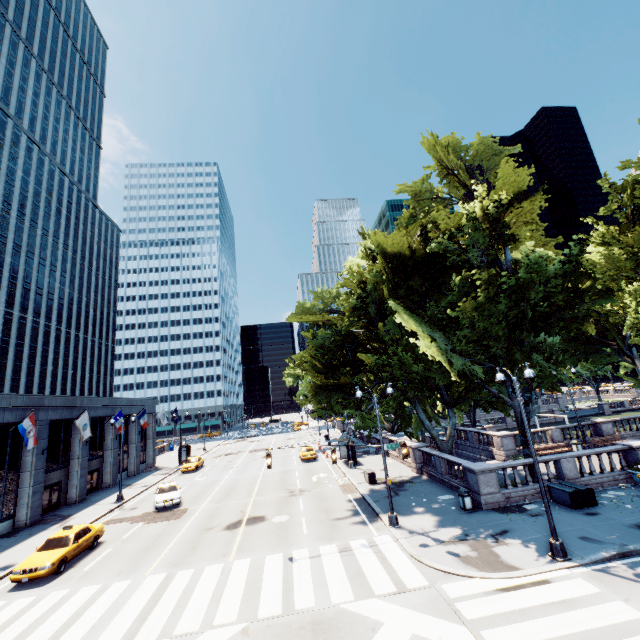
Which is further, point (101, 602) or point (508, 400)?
point (508, 400)

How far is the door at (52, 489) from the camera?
27.30m

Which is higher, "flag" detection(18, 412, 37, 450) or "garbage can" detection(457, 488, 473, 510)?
"flag" detection(18, 412, 37, 450)

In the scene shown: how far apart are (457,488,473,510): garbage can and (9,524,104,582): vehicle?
21.18m

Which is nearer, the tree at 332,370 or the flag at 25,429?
the tree at 332,370

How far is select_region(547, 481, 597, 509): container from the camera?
16.5 meters

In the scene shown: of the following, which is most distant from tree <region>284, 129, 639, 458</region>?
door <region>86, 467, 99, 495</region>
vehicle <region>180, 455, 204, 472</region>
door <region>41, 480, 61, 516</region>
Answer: door <region>86, 467, 99, 495</region>

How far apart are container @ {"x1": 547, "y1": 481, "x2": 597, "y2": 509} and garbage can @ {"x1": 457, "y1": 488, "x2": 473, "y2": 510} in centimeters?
433cm
